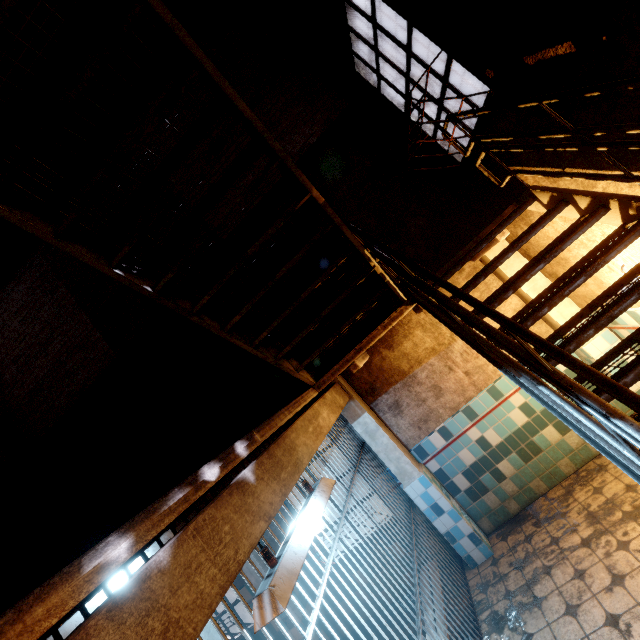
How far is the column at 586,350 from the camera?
3.8 meters

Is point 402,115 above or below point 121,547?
above

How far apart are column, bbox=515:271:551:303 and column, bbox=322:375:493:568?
2.54m

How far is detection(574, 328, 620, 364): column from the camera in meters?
3.8

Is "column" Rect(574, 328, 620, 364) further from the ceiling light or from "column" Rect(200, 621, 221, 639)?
"column" Rect(200, 621, 221, 639)

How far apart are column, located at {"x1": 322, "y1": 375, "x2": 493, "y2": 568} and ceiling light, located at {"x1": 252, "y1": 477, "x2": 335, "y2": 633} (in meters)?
2.07

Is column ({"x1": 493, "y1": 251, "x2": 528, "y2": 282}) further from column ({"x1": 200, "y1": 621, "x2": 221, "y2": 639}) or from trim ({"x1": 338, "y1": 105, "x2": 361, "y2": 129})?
column ({"x1": 200, "y1": 621, "x2": 221, "y2": 639})

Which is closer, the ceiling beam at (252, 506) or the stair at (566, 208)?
the ceiling beam at (252, 506)
